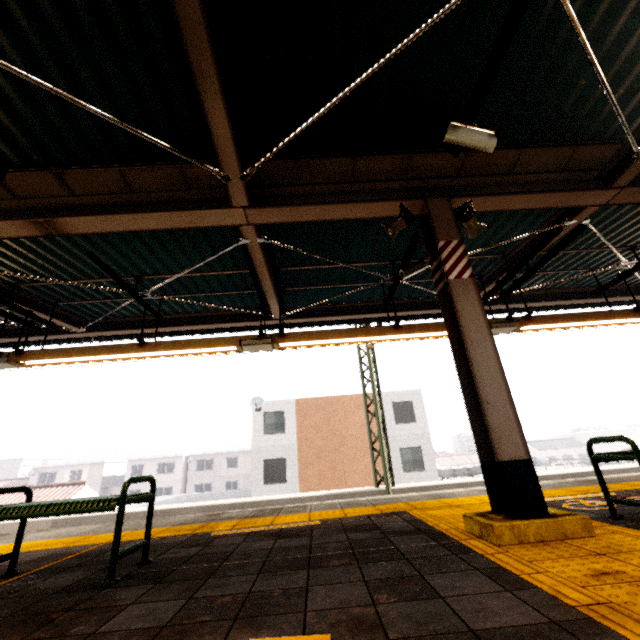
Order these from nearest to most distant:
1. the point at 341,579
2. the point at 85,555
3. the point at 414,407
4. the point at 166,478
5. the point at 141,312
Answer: the point at 341,579
the point at 85,555
the point at 141,312
the point at 414,407
the point at 166,478

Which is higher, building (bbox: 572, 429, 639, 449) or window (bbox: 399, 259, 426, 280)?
window (bbox: 399, 259, 426, 280)

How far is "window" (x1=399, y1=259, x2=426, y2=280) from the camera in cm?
536

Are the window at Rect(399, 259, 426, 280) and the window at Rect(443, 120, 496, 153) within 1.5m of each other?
no

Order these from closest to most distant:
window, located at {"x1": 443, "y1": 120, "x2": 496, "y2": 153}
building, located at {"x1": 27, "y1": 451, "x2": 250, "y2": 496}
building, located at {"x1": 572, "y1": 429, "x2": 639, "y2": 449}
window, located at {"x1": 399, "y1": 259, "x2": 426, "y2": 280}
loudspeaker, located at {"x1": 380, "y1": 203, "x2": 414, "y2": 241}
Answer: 1. window, located at {"x1": 443, "y1": 120, "x2": 496, "y2": 153}
2. loudspeaker, located at {"x1": 380, "y1": 203, "x2": 414, "y2": 241}
3. window, located at {"x1": 399, "y1": 259, "x2": 426, "y2": 280}
4. building, located at {"x1": 27, "y1": 451, "x2": 250, "y2": 496}
5. building, located at {"x1": 572, "y1": 429, "x2": 639, "y2": 449}

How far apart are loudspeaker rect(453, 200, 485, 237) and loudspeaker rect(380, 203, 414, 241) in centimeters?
57cm

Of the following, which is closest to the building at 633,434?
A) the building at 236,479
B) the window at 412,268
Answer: the building at 236,479

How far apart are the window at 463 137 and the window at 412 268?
2.26m
